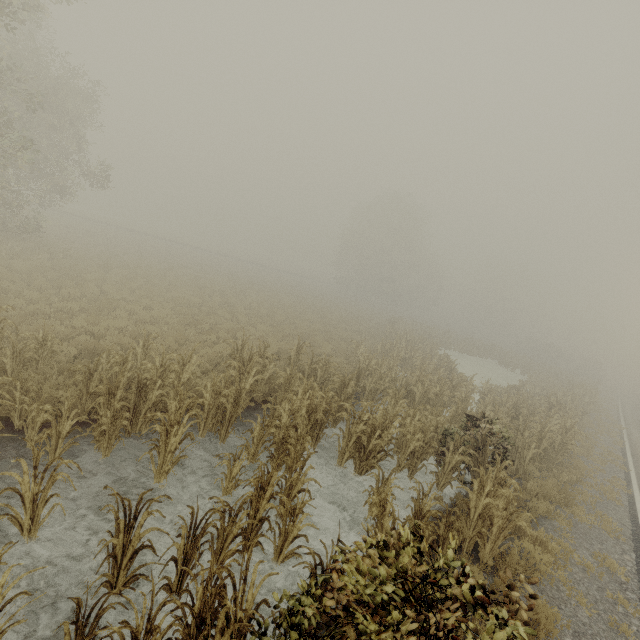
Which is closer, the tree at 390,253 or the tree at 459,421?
the tree at 459,421

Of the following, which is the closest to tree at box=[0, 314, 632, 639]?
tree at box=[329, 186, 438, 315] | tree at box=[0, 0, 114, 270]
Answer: tree at box=[0, 0, 114, 270]

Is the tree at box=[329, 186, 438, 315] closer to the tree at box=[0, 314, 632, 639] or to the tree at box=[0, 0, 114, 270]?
the tree at box=[0, 0, 114, 270]

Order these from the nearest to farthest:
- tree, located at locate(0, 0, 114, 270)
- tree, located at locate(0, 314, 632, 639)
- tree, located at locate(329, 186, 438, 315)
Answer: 1. tree, located at locate(0, 314, 632, 639)
2. tree, located at locate(0, 0, 114, 270)
3. tree, located at locate(329, 186, 438, 315)

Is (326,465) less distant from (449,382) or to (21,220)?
(449,382)

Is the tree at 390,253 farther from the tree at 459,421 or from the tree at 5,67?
the tree at 459,421

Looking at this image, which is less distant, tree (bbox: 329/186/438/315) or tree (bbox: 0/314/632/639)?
tree (bbox: 0/314/632/639)
